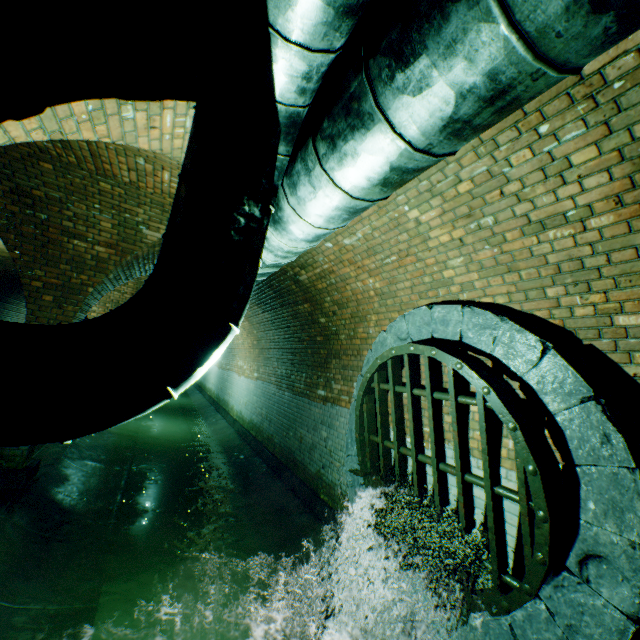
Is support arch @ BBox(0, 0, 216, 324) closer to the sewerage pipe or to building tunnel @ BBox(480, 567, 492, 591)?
building tunnel @ BBox(480, 567, 492, 591)

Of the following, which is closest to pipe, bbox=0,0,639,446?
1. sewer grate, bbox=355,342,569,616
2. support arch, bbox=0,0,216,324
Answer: support arch, bbox=0,0,216,324

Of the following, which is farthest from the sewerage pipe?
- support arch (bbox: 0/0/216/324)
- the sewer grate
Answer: support arch (bbox: 0/0/216/324)

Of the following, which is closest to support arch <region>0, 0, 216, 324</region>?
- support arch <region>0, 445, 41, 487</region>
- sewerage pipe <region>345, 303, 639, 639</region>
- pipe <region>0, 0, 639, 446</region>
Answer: pipe <region>0, 0, 639, 446</region>

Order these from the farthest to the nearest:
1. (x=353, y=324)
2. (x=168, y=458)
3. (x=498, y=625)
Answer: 1. (x=168, y=458)
2. (x=353, y=324)
3. (x=498, y=625)

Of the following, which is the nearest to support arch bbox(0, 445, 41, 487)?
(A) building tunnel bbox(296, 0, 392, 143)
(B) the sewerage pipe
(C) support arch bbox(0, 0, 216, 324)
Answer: (A) building tunnel bbox(296, 0, 392, 143)

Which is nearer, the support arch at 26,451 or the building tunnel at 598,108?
the building tunnel at 598,108

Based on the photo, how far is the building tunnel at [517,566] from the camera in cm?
276
